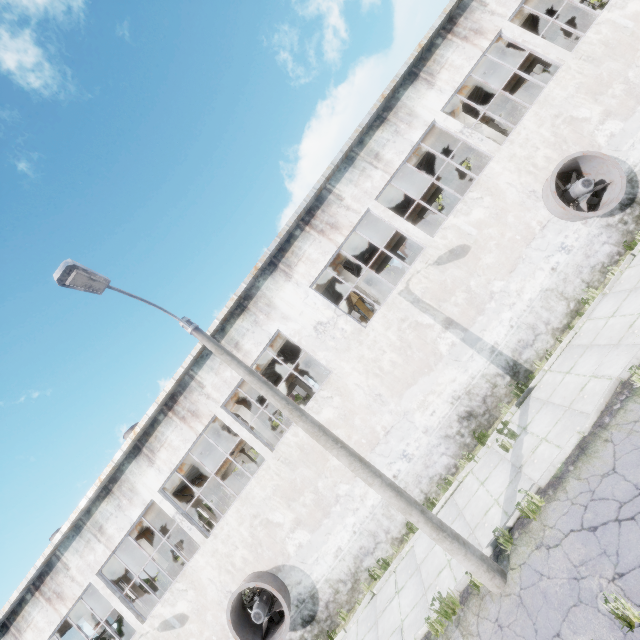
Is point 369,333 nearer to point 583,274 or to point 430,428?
point 430,428

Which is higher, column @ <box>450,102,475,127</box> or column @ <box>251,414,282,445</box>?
column @ <box>450,102,475,127</box>

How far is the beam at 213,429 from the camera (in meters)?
15.22

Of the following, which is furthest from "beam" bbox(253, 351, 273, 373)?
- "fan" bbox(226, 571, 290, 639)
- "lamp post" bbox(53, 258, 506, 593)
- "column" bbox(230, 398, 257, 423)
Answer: "lamp post" bbox(53, 258, 506, 593)

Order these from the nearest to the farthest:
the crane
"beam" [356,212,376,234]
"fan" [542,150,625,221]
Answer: "fan" [542,150,625,221] < "beam" [356,212,376,234] < the crane

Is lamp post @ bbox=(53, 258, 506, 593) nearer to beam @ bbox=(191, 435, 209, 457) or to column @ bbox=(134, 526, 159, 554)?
beam @ bbox=(191, 435, 209, 457)

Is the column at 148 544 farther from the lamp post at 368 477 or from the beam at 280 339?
the lamp post at 368 477

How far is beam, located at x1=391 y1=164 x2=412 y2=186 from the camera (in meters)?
14.89
